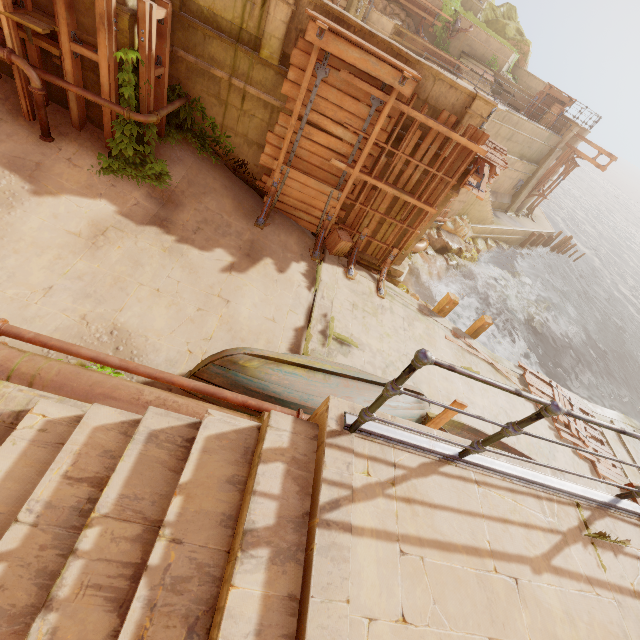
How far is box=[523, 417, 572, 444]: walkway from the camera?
11.3 meters

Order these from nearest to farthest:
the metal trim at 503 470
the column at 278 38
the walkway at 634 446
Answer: the metal trim at 503 470 → the column at 278 38 → the walkway at 634 446

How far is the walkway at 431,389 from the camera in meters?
9.3

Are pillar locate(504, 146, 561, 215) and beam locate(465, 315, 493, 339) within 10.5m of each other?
no

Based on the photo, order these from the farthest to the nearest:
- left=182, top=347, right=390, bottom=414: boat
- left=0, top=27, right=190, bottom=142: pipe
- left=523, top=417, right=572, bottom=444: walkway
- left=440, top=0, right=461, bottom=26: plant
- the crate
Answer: left=440, top=0, right=461, bottom=26: plant → left=523, top=417, right=572, bottom=444: walkway → the crate → left=0, top=27, right=190, bottom=142: pipe → left=182, top=347, right=390, bottom=414: boat

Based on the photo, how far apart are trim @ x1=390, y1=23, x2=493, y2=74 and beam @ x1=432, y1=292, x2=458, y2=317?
16.1m

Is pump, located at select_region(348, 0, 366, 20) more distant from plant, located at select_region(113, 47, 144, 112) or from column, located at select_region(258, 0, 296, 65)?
plant, located at select_region(113, 47, 144, 112)

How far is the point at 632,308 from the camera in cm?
3275
